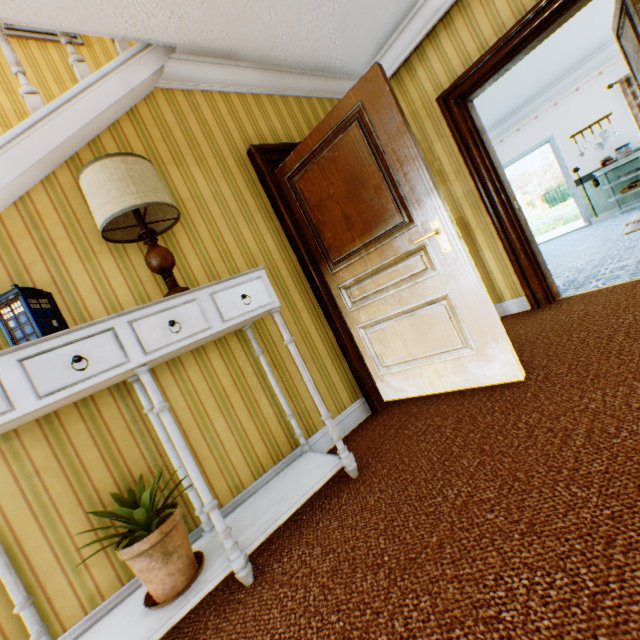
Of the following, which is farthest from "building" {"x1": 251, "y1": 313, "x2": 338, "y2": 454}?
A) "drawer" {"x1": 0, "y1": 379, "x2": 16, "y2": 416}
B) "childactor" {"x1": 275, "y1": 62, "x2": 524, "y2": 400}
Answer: "drawer" {"x1": 0, "y1": 379, "x2": 16, "y2": 416}

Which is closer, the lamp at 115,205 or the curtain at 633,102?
the lamp at 115,205

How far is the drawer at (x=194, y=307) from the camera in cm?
145

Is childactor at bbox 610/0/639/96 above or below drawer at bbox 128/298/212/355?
above

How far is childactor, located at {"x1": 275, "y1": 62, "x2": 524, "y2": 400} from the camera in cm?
210

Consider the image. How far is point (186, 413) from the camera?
1.97m

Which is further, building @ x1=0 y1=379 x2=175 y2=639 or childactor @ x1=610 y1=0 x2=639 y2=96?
childactor @ x1=610 y1=0 x2=639 y2=96

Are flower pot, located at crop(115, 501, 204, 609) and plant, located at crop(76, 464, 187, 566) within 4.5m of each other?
yes
